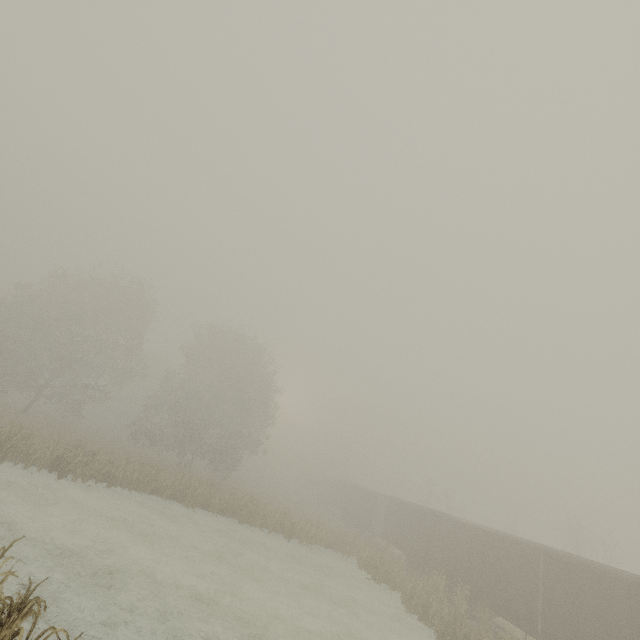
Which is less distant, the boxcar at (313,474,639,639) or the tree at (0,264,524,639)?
the boxcar at (313,474,639,639)

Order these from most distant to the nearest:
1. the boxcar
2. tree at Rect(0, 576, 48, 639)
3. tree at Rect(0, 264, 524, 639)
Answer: tree at Rect(0, 264, 524, 639), the boxcar, tree at Rect(0, 576, 48, 639)

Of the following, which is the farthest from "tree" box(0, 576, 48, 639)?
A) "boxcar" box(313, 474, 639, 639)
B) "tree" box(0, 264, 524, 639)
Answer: "boxcar" box(313, 474, 639, 639)

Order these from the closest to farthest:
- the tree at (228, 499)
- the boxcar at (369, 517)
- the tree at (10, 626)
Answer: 1. the tree at (10, 626)
2. the boxcar at (369, 517)
3. the tree at (228, 499)

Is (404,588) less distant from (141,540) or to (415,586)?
(415,586)

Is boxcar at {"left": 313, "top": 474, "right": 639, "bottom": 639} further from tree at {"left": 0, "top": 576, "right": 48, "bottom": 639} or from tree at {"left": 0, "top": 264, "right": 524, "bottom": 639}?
tree at {"left": 0, "top": 264, "right": 524, "bottom": 639}

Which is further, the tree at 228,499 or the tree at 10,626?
the tree at 228,499
